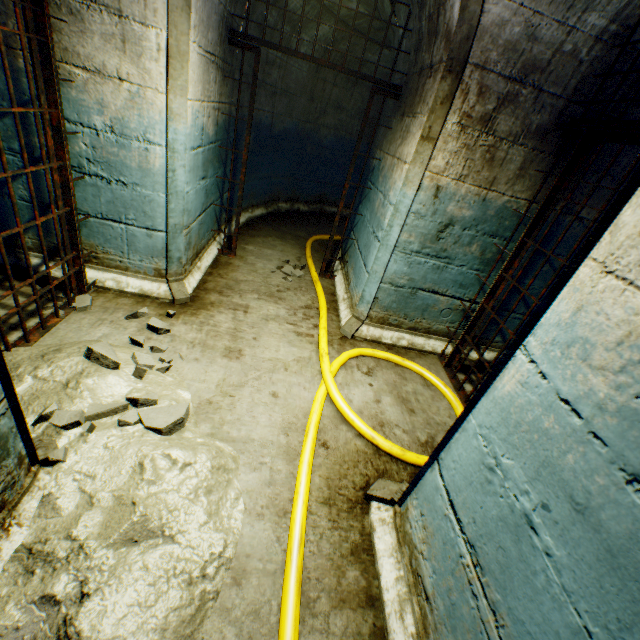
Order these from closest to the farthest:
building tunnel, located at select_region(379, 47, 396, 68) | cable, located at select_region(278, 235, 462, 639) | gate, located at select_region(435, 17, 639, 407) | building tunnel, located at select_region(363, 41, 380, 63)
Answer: cable, located at select_region(278, 235, 462, 639), gate, located at select_region(435, 17, 639, 407), building tunnel, located at select_region(379, 47, 396, 68), building tunnel, located at select_region(363, 41, 380, 63)

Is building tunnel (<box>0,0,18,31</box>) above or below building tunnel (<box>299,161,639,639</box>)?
above

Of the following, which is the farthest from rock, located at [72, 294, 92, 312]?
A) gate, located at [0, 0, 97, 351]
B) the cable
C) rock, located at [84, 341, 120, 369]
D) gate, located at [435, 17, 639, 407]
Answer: gate, located at [435, 17, 639, 407]

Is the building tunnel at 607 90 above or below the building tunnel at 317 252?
above

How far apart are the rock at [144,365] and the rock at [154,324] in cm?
15

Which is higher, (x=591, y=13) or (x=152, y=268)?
(x=591, y=13)

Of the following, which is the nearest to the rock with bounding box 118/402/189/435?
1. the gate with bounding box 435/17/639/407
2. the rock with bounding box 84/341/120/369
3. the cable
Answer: the rock with bounding box 84/341/120/369

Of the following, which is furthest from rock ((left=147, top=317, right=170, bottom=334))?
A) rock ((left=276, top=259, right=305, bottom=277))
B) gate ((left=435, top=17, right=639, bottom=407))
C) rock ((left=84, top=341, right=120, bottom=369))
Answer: gate ((left=435, top=17, right=639, bottom=407))
